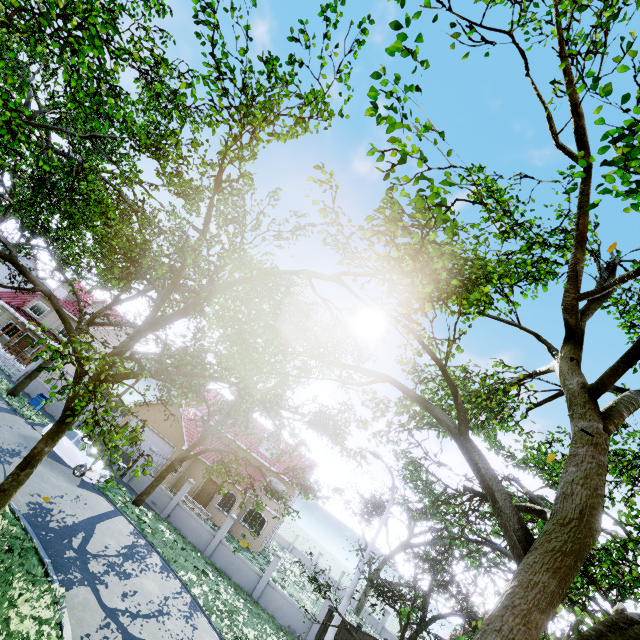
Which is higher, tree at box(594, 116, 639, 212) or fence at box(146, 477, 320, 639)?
tree at box(594, 116, 639, 212)

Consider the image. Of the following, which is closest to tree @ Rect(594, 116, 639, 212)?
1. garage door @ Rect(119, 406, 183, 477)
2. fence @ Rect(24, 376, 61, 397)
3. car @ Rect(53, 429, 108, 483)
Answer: fence @ Rect(24, 376, 61, 397)

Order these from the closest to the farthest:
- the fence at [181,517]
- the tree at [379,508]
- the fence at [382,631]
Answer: the fence at [181,517] < the tree at [379,508] < the fence at [382,631]

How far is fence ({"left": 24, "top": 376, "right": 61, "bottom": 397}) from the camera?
24.3 meters

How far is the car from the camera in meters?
17.0

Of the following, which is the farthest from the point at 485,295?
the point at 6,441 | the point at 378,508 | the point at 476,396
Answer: the point at 378,508

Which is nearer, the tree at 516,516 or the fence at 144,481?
the tree at 516,516

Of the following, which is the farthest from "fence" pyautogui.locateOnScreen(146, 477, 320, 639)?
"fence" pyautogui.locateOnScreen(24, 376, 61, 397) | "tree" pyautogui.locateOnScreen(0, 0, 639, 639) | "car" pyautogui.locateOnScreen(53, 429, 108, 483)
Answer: "fence" pyautogui.locateOnScreen(24, 376, 61, 397)
